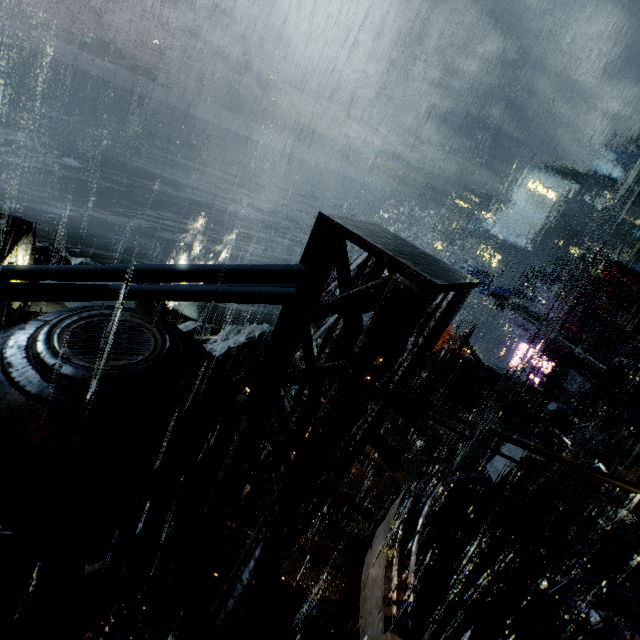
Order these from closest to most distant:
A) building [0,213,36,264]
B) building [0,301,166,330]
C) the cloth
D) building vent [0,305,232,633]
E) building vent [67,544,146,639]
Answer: building vent [0,305,232,633] → building vent [67,544,146,639] → building [0,213,36,264] → building [0,301,166,330] → the cloth

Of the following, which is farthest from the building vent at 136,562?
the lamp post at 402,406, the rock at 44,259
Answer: the rock at 44,259

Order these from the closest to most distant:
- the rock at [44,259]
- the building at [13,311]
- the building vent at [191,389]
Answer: the building vent at [191,389], the building at [13,311], the rock at [44,259]

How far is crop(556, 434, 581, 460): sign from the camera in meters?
13.8 m

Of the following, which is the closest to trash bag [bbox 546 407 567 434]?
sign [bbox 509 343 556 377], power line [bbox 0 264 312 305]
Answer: sign [bbox 509 343 556 377]

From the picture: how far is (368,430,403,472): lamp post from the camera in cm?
238

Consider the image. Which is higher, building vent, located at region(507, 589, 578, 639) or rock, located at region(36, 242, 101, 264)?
building vent, located at region(507, 589, 578, 639)

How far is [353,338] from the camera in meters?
1.8 m
